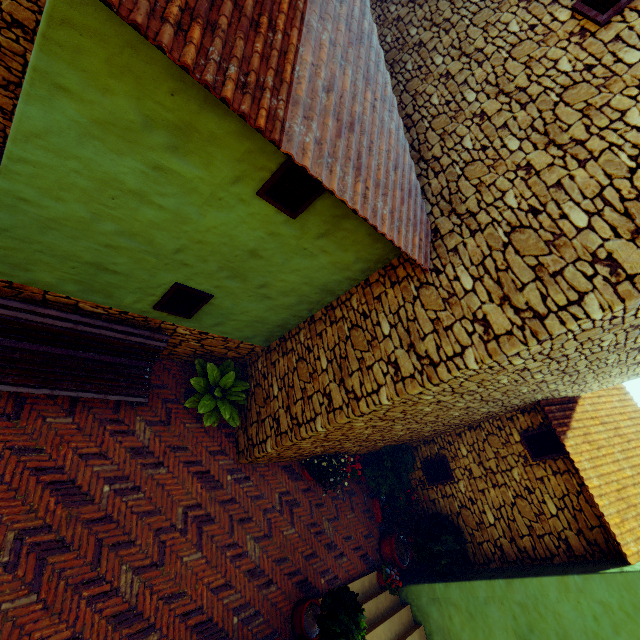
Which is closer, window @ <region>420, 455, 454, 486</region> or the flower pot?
the flower pot

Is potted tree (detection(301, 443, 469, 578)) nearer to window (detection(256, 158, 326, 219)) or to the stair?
the stair

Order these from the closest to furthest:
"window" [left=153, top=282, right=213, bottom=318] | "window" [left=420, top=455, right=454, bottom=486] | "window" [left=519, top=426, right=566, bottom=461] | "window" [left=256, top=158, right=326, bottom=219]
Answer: "window" [left=256, top=158, right=326, bottom=219]
"window" [left=153, top=282, right=213, bottom=318]
"window" [left=519, top=426, right=566, bottom=461]
"window" [left=420, top=455, right=454, bottom=486]

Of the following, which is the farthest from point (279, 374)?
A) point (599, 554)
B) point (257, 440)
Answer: point (599, 554)

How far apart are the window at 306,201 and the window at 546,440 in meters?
6.8

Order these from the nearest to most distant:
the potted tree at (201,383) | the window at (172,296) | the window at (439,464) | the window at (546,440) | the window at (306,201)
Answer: the window at (306,201), the window at (172,296), the potted tree at (201,383), the window at (546,440), the window at (439,464)

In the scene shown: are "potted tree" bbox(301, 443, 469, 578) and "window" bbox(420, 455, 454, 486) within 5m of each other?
yes

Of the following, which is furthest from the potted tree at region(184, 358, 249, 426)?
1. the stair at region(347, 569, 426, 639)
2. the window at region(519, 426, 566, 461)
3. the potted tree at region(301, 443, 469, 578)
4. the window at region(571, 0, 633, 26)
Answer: the window at region(571, 0, 633, 26)
